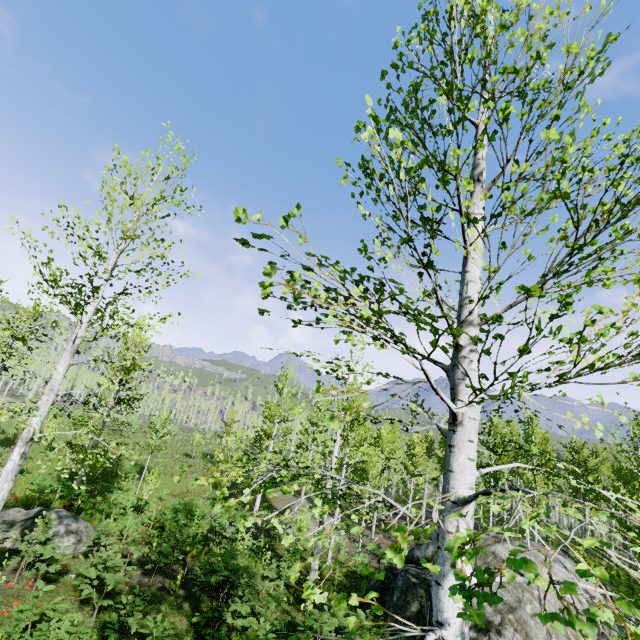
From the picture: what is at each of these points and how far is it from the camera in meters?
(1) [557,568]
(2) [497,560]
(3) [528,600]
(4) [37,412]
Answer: (1) rock, 11.1
(2) rock, 11.2
(3) rock, 9.9
(4) instancedfoliageactor, 7.2

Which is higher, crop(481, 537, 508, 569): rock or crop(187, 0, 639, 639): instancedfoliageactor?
crop(187, 0, 639, 639): instancedfoliageactor

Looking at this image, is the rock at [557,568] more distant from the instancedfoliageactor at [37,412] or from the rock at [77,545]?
the rock at [77,545]

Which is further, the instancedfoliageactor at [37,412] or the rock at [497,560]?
the rock at [497,560]

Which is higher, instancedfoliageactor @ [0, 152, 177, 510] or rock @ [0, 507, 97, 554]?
instancedfoliageactor @ [0, 152, 177, 510]

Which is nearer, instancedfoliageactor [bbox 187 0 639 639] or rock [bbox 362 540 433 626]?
instancedfoliageactor [bbox 187 0 639 639]

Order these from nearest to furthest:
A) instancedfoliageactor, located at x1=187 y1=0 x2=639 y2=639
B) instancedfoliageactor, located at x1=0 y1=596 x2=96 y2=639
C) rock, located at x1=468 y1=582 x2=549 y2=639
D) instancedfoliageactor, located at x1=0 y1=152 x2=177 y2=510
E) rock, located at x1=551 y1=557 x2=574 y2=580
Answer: instancedfoliageactor, located at x1=187 y1=0 x2=639 y2=639 → instancedfoliageactor, located at x1=0 y1=596 x2=96 y2=639 → instancedfoliageactor, located at x1=0 y1=152 x2=177 y2=510 → rock, located at x1=468 y1=582 x2=549 y2=639 → rock, located at x1=551 y1=557 x2=574 y2=580
